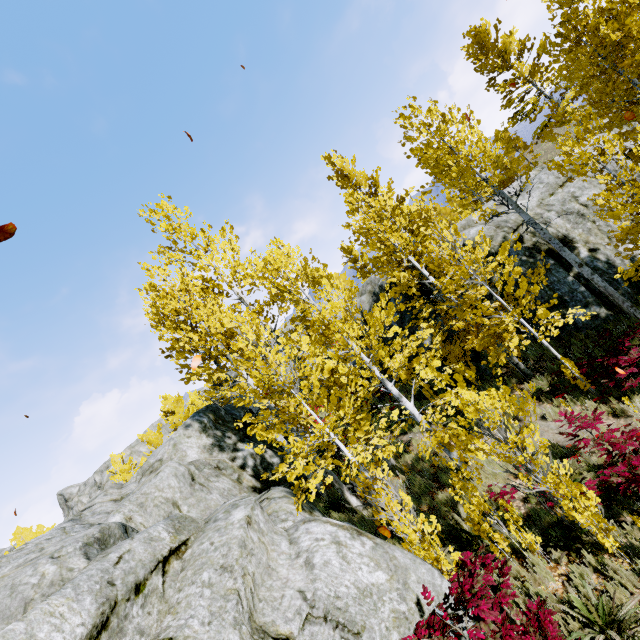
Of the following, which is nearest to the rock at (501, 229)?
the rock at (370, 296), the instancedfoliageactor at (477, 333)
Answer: the instancedfoliageactor at (477, 333)

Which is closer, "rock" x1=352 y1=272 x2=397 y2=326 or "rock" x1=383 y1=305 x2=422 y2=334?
"rock" x1=383 y1=305 x2=422 y2=334

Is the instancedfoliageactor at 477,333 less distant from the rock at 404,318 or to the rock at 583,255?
the rock at 583,255

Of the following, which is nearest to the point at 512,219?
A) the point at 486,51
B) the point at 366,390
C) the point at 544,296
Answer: the point at 544,296

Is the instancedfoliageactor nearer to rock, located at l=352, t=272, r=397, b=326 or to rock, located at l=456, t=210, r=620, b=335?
rock, located at l=456, t=210, r=620, b=335

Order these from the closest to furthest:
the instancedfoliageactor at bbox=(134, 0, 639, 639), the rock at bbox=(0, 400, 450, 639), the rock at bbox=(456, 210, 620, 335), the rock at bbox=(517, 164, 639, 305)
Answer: the rock at bbox=(0, 400, 450, 639), the instancedfoliageactor at bbox=(134, 0, 639, 639), the rock at bbox=(456, 210, 620, 335), the rock at bbox=(517, 164, 639, 305)

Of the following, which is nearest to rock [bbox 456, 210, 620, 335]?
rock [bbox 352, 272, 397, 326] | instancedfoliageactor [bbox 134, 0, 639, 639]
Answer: instancedfoliageactor [bbox 134, 0, 639, 639]
